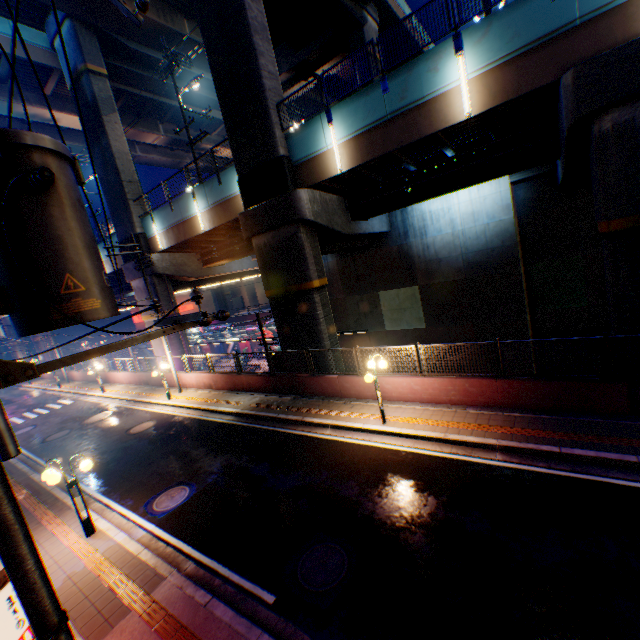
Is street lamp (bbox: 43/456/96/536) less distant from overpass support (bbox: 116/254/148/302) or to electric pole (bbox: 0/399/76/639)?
electric pole (bbox: 0/399/76/639)

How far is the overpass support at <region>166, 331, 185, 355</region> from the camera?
23.97m

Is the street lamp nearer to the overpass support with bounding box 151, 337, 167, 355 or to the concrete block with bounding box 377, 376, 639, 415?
the concrete block with bounding box 377, 376, 639, 415

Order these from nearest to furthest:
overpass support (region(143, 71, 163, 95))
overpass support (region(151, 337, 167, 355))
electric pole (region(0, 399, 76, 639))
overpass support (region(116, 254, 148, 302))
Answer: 1. electric pole (region(0, 399, 76, 639))
2. overpass support (region(116, 254, 148, 302))
3. overpass support (region(151, 337, 167, 355))
4. overpass support (region(143, 71, 163, 95))

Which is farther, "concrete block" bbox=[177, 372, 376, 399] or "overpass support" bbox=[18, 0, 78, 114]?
"overpass support" bbox=[18, 0, 78, 114]

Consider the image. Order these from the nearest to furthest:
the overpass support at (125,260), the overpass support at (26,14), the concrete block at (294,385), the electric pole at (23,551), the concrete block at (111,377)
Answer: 1. the electric pole at (23,551)
2. the concrete block at (294,385)
3. the overpass support at (26,14)
4. the concrete block at (111,377)
5. the overpass support at (125,260)

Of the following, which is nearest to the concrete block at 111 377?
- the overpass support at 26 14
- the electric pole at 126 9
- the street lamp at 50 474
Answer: the overpass support at 26 14

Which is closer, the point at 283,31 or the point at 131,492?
the point at 131,492
